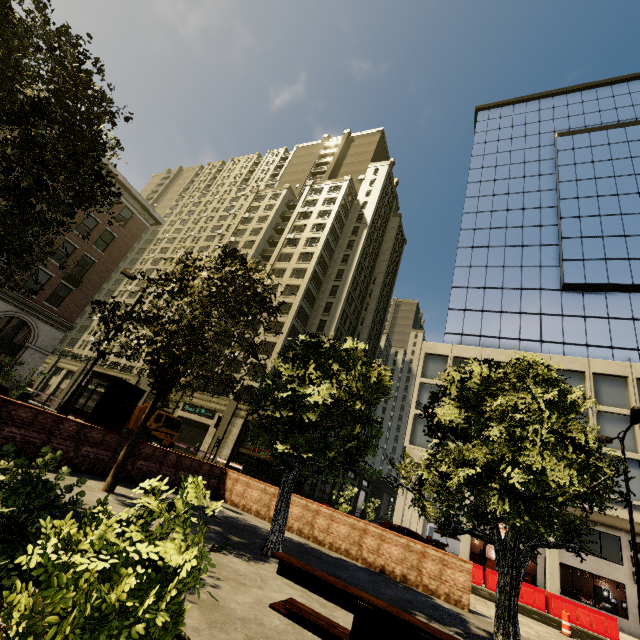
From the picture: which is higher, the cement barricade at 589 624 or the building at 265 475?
the building at 265 475

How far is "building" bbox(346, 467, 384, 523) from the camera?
45.5 meters

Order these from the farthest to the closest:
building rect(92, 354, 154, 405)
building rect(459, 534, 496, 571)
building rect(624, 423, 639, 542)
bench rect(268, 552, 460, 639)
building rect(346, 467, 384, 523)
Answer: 1. building rect(346, 467, 384, 523)
2. building rect(92, 354, 154, 405)
3. building rect(459, 534, 496, 571)
4. building rect(624, 423, 639, 542)
5. bench rect(268, 552, 460, 639)

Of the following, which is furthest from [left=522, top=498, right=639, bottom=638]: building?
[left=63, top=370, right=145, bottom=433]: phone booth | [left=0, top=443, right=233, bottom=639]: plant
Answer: [left=0, top=443, right=233, bottom=639]: plant

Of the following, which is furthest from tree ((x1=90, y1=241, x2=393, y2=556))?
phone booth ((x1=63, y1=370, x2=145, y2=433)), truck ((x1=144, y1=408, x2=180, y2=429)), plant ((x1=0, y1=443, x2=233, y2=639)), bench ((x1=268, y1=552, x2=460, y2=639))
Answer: truck ((x1=144, y1=408, x2=180, y2=429))

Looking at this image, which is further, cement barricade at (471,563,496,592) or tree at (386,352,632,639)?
cement barricade at (471,563,496,592)

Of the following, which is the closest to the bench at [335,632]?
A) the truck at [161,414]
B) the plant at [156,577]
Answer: the plant at [156,577]

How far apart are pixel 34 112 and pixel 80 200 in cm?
326
